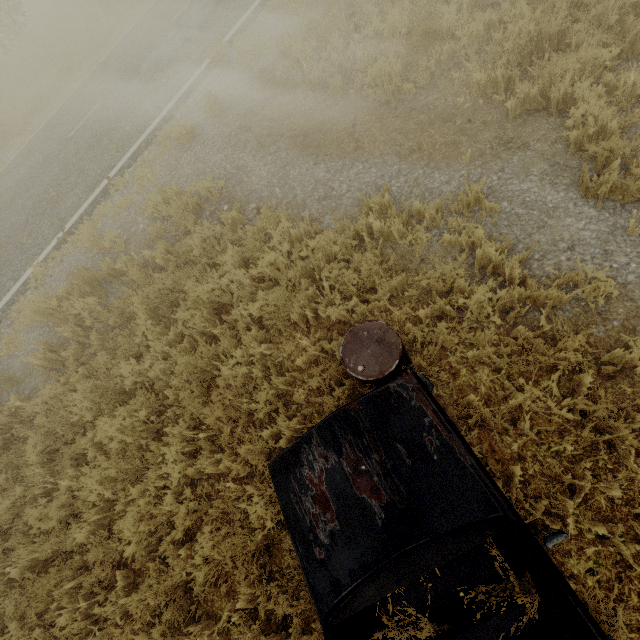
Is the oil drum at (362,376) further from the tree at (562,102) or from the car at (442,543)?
the tree at (562,102)

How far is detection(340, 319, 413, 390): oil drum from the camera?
2.9 meters

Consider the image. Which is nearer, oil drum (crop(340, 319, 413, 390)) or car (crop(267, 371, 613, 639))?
car (crop(267, 371, 613, 639))

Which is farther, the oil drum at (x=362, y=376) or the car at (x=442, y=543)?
the oil drum at (x=362, y=376)

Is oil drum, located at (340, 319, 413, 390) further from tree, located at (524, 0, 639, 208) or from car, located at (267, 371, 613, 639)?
tree, located at (524, 0, 639, 208)

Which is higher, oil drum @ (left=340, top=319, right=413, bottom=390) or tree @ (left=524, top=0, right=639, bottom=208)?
oil drum @ (left=340, top=319, right=413, bottom=390)

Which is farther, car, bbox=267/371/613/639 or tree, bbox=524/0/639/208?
tree, bbox=524/0/639/208

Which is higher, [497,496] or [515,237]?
[497,496]
